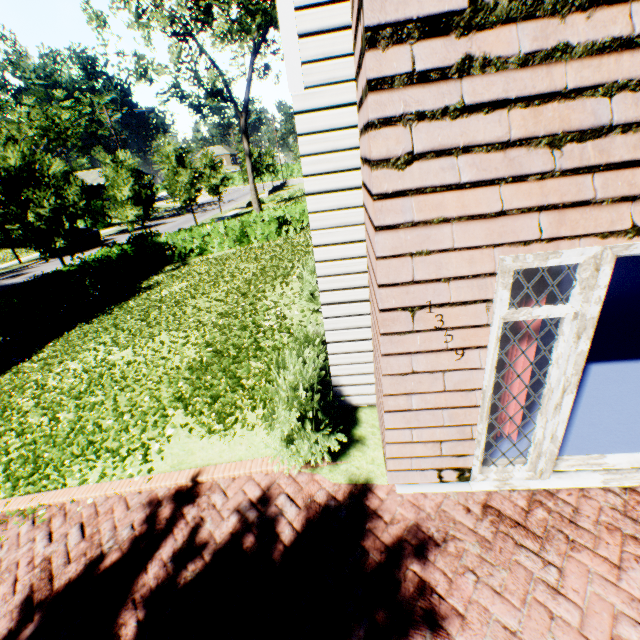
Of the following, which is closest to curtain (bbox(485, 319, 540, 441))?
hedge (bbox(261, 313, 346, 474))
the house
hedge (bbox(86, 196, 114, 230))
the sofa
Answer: hedge (bbox(261, 313, 346, 474))

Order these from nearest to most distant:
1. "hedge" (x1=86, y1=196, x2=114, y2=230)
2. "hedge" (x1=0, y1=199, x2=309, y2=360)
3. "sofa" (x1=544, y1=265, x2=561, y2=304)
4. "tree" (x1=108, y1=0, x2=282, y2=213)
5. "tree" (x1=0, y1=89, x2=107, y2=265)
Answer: "sofa" (x1=544, y1=265, x2=561, y2=304)
"hedge" (x1=0, y1=199, x2=309, y2=360)
"tree" (x1=0, y1=89, x2=107, y2=265)
"tree" (x1=108, y1=0, x2=282, y2=213)
"hedge" (x1=86, y1=196, x2=114, y2=230)

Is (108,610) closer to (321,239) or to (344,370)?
(344,370)

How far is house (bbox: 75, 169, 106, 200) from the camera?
53.7m

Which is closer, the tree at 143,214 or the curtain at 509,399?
the curtain at 509,399

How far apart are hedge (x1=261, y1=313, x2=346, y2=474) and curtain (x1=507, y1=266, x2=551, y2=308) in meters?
1.2

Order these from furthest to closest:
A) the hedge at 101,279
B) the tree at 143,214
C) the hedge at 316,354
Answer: the tree at 143,214
the hedge at 101,279
the hedge at 316,354
